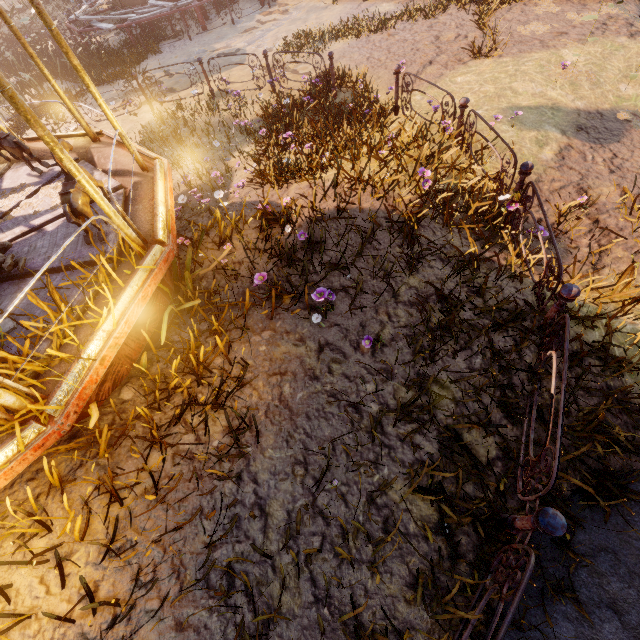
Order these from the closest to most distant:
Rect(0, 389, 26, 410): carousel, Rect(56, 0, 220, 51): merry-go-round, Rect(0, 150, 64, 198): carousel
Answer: Rect(0, 389, 26, 410): carousel < Rect(0, 150, 64, 198): carousel < Rect(56, 0, 220, 51): merry-go-round

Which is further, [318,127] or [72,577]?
[318,127]

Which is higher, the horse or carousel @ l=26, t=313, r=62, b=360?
the horse

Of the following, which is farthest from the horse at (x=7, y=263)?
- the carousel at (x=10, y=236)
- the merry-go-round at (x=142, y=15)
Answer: the merry-go-round at (x=142, y=15)

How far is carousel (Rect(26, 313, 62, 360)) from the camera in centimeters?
275cm

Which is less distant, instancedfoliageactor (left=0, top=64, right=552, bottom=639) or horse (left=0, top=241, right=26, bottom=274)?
instancedfoliageactor (left=0, top=64, right=552, bottom=639)

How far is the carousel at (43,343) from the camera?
2.7m

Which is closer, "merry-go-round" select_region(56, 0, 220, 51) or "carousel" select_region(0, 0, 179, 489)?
"carousel" select_region(0, 0, 179, 489)
